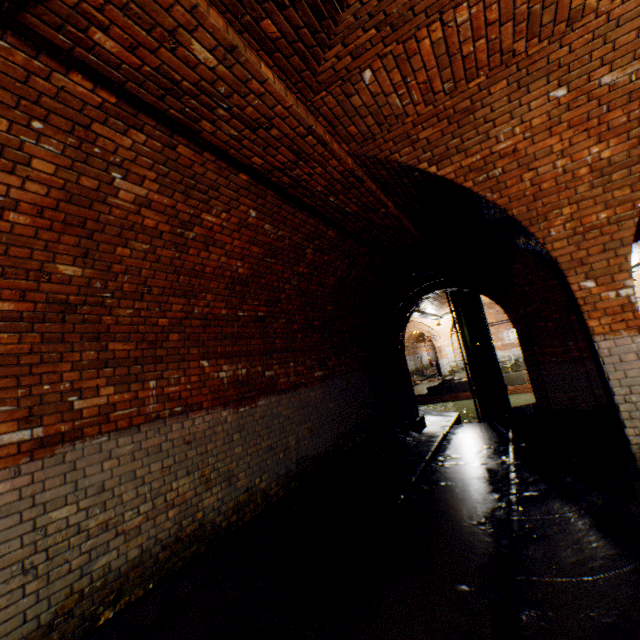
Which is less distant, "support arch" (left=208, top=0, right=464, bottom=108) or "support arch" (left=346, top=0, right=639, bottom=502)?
"support arch" (left=208, top=0, right=464, bottom=108)

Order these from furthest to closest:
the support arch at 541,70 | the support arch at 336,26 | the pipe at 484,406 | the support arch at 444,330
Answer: the support arch at 444,330 < the pipe at 484,406 < the support arch at 541,70 < the support arch at 336,26

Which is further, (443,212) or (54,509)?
(443,212)

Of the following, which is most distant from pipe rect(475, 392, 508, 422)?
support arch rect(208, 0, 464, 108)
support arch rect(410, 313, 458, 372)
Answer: support arch rect(208, 0, 464, 108)

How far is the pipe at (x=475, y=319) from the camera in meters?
12.3

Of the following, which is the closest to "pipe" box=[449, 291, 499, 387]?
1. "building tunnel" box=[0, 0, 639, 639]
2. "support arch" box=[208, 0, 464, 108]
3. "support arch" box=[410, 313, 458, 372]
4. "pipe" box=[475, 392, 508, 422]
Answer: "pipe" box=[475, 392, 508, 422]

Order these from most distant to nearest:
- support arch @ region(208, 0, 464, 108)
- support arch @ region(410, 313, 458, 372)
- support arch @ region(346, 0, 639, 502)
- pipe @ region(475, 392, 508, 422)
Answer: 1. support arch @ region(410, 313, 458, 372)
2. pipe @ region(475, 392, 508, 422)
3. support arch @ region(346, 0, 639, 502)
4. support arch @ region(208, 0, 464, 108)
